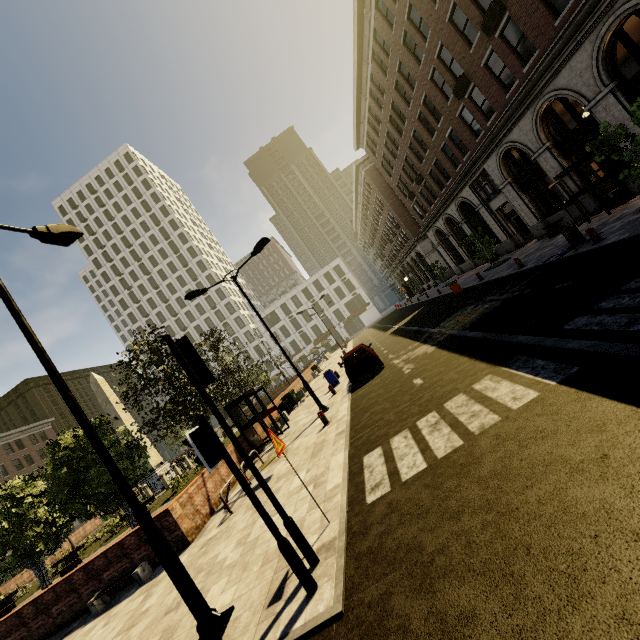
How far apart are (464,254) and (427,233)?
6.6 meters

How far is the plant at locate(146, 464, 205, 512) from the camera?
19.9m

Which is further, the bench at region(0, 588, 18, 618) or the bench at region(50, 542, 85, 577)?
the bench at region(0, 588, 18, 618)

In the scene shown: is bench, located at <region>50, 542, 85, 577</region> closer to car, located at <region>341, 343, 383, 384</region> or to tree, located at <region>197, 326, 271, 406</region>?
tree, located at <region>197, 326, 271, 406</region>

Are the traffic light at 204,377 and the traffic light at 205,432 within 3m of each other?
yes

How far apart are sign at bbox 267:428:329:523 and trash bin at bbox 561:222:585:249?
12.60m

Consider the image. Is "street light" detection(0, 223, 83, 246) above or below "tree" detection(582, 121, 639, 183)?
above

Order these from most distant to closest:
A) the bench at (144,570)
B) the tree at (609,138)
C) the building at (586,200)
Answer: the building at (586,200) → the tree at (609,138) → the bench at (144,570)
